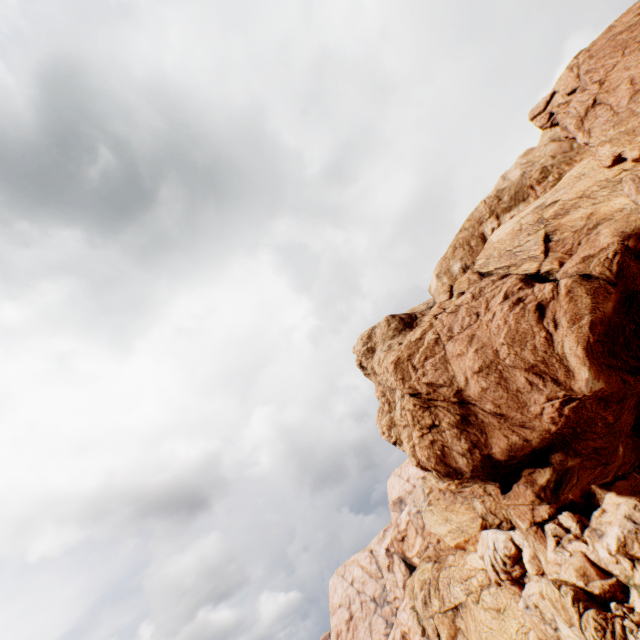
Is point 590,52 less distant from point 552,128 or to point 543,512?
point 552,128
